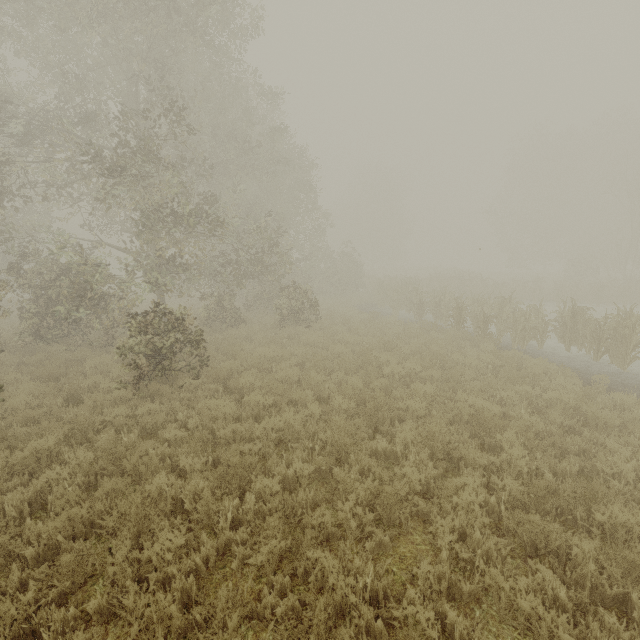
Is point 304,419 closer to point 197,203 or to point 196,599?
point 196,599
